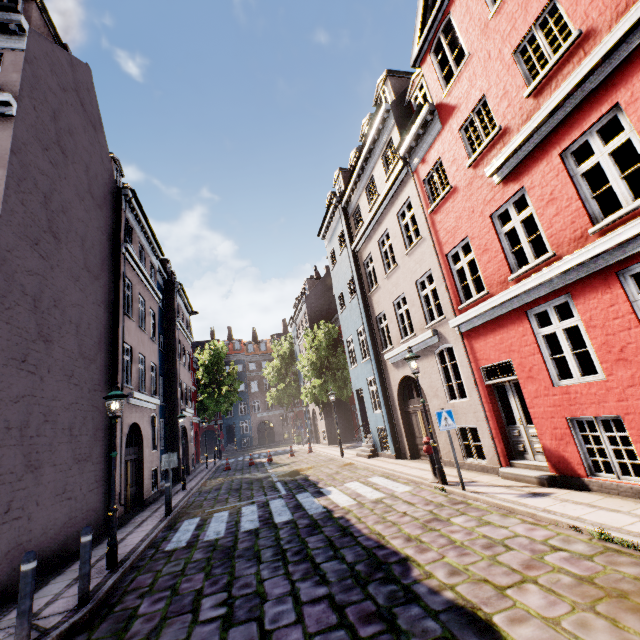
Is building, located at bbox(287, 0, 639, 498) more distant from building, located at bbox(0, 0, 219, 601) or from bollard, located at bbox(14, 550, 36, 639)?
building, located at bbox(0, 0, 219, 601)

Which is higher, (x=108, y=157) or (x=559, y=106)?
(x=108, y=157)

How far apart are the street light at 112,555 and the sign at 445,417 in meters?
7.7 m

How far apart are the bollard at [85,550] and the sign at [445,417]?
7.48m

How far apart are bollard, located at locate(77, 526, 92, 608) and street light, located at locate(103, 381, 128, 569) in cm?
Answer: 156

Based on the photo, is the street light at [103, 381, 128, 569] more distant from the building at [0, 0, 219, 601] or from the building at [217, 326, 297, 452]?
the building at [217, 326, 297, 452]

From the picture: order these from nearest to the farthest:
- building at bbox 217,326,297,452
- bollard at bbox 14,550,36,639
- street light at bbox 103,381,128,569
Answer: bollard at bbox 14,550,36,639
street light at bbox 103,381,128,569
building at bbox 217,326,297,452

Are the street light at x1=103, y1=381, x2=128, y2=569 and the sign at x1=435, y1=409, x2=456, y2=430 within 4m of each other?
no
